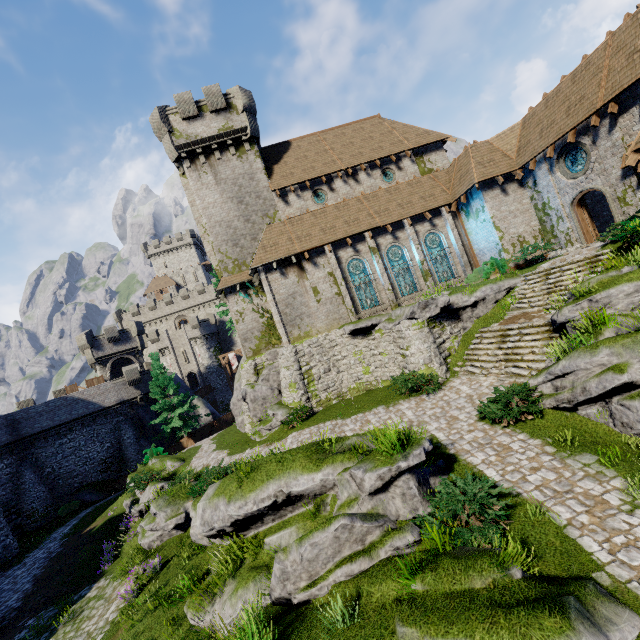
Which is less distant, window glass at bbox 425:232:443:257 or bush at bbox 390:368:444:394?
bush at bbox 390:368:444:394

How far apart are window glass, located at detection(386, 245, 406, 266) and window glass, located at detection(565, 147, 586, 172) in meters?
9.9

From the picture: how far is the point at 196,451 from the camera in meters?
24.5 m

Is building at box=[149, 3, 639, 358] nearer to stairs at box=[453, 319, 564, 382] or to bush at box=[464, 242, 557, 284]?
bush at box=[464, 242, 557, 284]

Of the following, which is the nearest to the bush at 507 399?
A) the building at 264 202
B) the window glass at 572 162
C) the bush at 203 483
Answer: the building at 264 202

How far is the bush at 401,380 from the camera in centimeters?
1527cm

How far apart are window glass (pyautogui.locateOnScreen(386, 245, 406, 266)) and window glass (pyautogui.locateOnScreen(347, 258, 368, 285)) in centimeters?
154cm

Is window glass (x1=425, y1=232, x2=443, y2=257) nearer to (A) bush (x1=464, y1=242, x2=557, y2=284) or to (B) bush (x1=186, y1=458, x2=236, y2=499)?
(A) bush (x1=464, y1=242, x2=557, y2=284)
